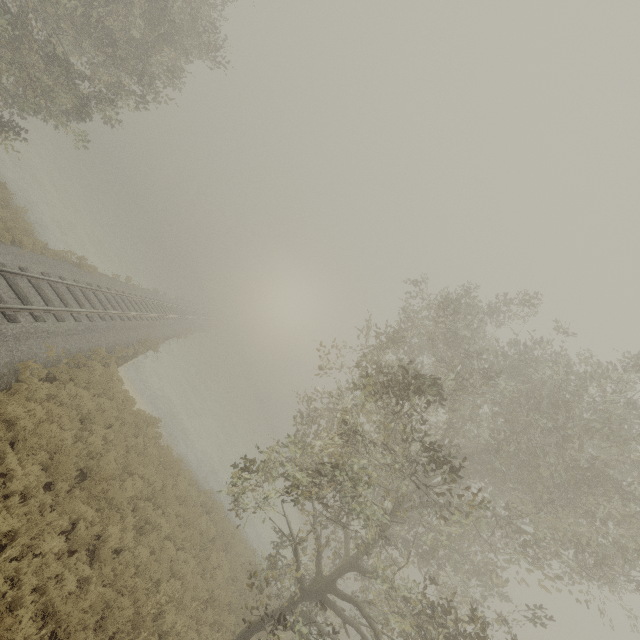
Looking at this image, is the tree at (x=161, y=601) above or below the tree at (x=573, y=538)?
below

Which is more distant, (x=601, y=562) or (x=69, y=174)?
(x=69, y=174)

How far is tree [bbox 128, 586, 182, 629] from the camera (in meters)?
8.37

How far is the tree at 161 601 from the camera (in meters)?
8.37

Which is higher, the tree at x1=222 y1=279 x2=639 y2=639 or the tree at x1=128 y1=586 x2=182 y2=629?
the tree at x1=222 y1=279 x2=639 y2=639
